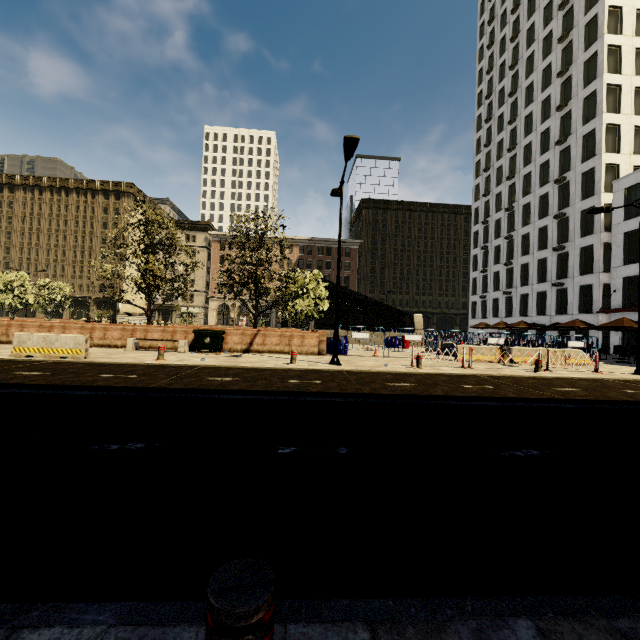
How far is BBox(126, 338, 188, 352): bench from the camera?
15.2 meters

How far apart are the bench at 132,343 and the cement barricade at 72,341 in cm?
357

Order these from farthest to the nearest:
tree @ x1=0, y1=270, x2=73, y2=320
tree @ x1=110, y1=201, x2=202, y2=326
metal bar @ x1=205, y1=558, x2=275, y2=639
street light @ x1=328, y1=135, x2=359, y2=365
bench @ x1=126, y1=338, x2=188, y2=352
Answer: tree @ x1=0, y1=270, x2=73, y2=320 < tree @ x1=110, y1=201, x2=202, y2=326 < bench @ x1=126, y1=338, x2=188, y2=352 < street light @ x1=328, y1=135, x2=359, y2=365 < metal bar @ x1=205, y1=558, x2=275, y2=639

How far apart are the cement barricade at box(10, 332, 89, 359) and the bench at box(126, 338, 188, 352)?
3.6m

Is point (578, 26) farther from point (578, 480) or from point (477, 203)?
point (578, 480)

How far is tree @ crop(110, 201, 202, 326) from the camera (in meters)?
16.92

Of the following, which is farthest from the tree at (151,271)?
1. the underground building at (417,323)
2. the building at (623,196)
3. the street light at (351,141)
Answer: the building at (623,196)

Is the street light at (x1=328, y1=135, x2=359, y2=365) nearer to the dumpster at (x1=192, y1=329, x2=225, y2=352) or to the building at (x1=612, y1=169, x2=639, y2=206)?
the dumpster at (x1=192, y1=329, x2=225, y2=352)
